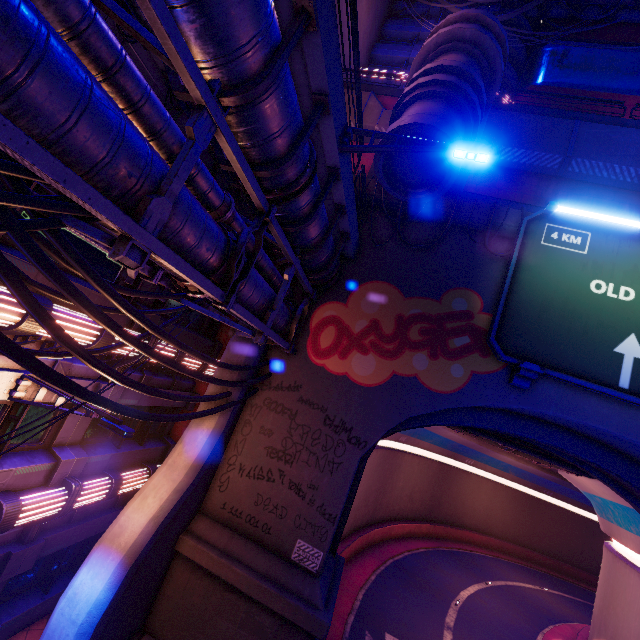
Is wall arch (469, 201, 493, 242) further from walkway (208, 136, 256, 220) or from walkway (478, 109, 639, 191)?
walkway (478, 109, 639, 191)

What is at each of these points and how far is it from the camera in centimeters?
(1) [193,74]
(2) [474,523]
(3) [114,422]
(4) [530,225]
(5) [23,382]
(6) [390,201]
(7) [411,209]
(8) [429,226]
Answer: (1) pipe, 415cm
(2) tunnel, 3906cm
(3) street light, 666cm
(4) sign, 1137cm
(5) street light, 729cm
(6) wall arch, 1297cm
(7) wall arch, 1282cm
(8) wall arch, 1271cm

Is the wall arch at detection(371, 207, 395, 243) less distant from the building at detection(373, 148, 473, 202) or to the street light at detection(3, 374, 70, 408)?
the building at detection(373, 148, 473, 202)

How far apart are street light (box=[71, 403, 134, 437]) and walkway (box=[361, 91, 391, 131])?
16.6 meters

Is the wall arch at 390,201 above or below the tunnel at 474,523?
above

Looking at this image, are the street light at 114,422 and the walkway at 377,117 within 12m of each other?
no

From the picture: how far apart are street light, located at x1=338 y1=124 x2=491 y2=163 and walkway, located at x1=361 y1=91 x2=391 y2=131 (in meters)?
10.25

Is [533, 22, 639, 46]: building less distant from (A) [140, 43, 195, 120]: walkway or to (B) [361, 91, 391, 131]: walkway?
(B) [361, 91, 391, 131]: walkway
